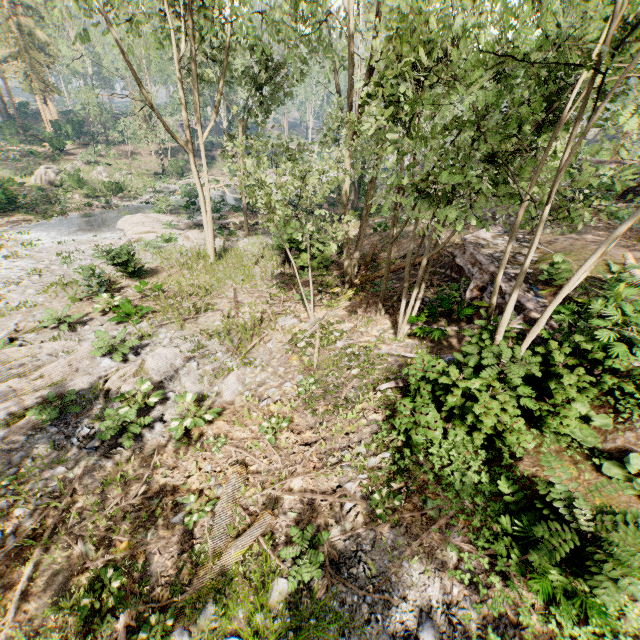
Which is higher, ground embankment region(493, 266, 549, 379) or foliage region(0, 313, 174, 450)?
ground embankment region(493, 266, 549, 379)

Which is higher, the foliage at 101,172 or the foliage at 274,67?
the foliage at 274,67

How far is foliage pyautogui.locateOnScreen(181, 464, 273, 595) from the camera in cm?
570

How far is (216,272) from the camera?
18.0m

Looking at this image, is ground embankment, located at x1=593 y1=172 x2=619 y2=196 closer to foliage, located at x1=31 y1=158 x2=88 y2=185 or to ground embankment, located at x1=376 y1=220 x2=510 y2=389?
foliage, located at x1=31 y1=158 x2=88 y2=185

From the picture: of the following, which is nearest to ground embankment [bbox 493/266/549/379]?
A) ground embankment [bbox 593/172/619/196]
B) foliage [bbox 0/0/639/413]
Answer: foliage [bbox 0/0/639/413]

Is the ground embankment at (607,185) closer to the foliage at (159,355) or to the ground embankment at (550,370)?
the foliage at (159,355)
